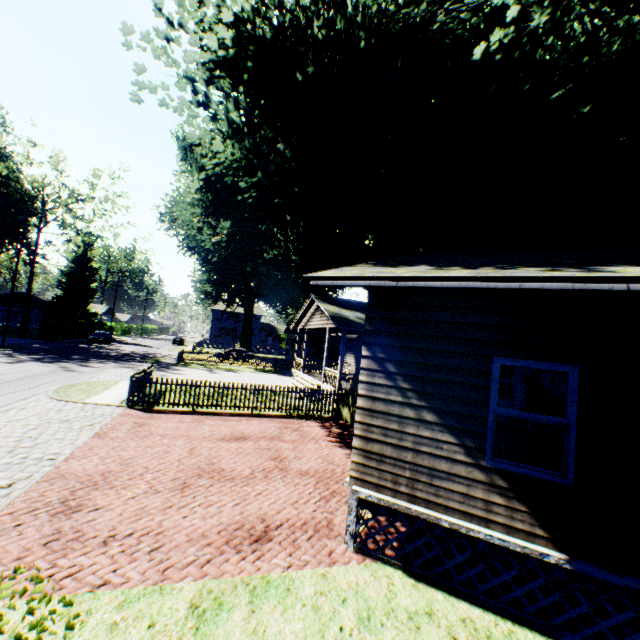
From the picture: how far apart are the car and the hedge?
2.7 meters

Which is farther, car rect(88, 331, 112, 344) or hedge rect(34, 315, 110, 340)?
car rect(88, 331, 112, 344)

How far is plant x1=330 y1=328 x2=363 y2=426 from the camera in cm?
1409

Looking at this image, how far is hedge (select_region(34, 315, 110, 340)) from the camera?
39.1m

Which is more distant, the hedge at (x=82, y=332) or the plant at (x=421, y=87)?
the hedge at (x=82, y=332)

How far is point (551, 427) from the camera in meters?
12.4 m

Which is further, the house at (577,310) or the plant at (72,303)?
the plant at (72,303)

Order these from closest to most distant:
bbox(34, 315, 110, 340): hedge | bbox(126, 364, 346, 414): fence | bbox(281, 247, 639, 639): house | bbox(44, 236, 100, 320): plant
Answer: bbox(281, 247, 639, 639): house → bbox(126, 364, 346, 414): fence → bbox(34, 315, 110, 340): hedge → bbox(44, 236, 100, 320): plant
